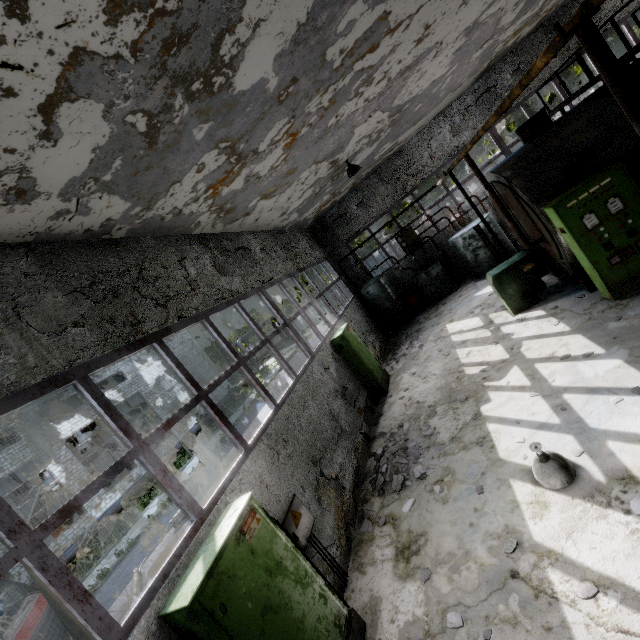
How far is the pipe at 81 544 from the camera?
17.2m

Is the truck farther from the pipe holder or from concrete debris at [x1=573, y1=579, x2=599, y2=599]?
the pipe holder

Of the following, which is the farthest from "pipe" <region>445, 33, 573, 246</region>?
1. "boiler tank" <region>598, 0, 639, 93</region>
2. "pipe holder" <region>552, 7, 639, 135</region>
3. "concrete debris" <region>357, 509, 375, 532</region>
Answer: "boiler tank" <region>598, 0, 639, 93</region>

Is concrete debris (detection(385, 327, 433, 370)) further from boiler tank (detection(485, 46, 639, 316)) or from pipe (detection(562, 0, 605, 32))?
pipe (detection(562, 0, 605, 32))

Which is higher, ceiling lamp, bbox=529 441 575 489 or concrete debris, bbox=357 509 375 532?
ceiling lamp, bbox=529 441 575 489

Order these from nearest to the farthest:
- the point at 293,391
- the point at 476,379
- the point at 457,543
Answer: the point at 457,543
the point at 293,391
the point at 476,379

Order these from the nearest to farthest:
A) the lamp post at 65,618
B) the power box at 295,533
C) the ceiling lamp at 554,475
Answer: the power box at 295,533, the ceiling lamp at 554,475, the lamp post at 65,618

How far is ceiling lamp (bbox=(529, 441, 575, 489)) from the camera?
4.22m
